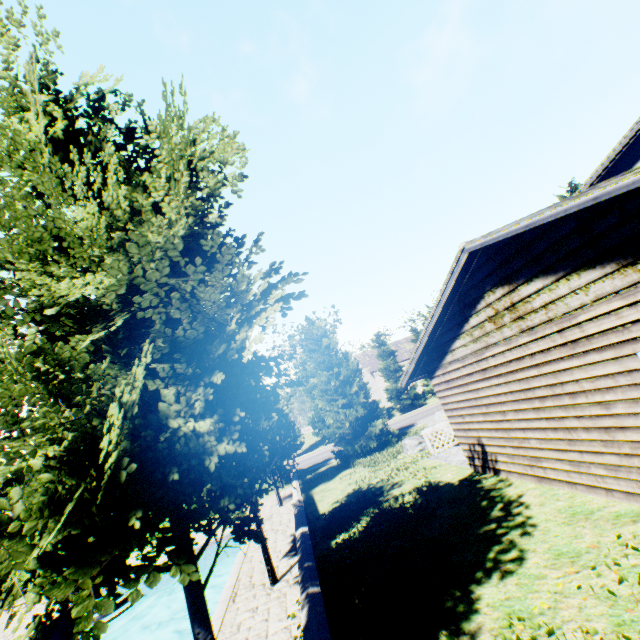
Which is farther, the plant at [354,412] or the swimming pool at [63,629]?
the plant at [354,412]

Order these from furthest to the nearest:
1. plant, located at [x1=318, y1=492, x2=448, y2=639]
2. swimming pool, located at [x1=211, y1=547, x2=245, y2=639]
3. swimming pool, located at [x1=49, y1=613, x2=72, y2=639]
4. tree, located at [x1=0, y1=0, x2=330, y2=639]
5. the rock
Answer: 1. the rock
2. swimming pool, located at [x1=49, y1=613, x2=72, y2=639]
3. swimming pool, located at [x1=211, y1=547, x2=245, y2=639]
4. plant, located at [x1=318, y1=492, x2=448, y2=639]
5. tree, located at [x1=0, y1=0, x2=330, y2=639]

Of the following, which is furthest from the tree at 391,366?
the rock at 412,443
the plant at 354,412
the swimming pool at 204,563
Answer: the rock at 412,443

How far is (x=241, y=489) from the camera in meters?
2.9 m

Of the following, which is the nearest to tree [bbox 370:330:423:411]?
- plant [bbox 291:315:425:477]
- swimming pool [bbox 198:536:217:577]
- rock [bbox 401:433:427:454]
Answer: swimming pool [bbox 198:536:217:577]

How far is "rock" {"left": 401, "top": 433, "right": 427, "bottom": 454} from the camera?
16.72m

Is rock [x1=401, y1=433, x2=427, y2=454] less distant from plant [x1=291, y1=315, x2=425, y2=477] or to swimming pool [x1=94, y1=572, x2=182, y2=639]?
plant [x1=291, y1=315, x2=425, y2=477]
